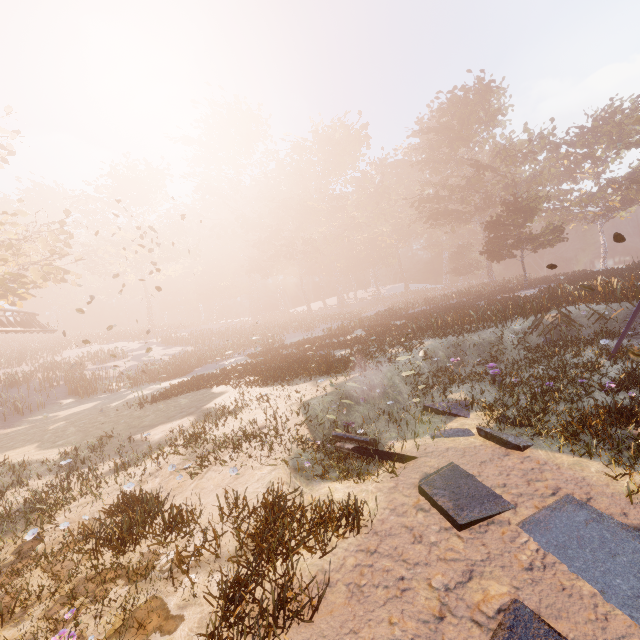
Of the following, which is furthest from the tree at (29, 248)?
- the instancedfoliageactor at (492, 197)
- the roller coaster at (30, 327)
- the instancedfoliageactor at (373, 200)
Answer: the instancedfoliageactor at (373, 200)

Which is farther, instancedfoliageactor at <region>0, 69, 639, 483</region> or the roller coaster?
the roller coaster

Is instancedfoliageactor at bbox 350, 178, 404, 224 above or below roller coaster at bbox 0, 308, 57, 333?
above

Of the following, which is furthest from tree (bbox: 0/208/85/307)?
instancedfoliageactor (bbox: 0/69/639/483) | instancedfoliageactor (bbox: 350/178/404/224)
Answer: instancedfoliageactor (bbox: 350/178/404/224)

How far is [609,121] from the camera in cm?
3862

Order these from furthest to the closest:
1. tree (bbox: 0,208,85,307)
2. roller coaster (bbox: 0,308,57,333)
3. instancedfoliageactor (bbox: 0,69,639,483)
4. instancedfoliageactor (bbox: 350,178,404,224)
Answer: instancedfoliageactor (bbox: 350,178,404,224)
roller coaster (bbox: 0,308,57,333)
tree (bbox: 0,208,85,307)
instancedfoliageactor (bbox: 0,69,639,483)

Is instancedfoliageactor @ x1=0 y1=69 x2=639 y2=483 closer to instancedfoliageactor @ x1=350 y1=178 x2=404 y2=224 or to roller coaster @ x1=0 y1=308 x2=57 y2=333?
instancedfoliageactor @ x1=350 y1=178 x2=404 y2=224

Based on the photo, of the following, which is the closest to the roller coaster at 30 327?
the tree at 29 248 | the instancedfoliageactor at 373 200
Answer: the tree at 29 248
